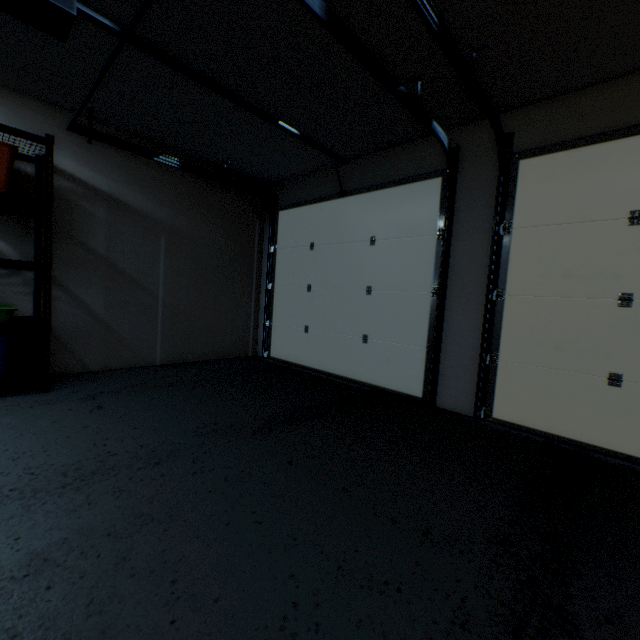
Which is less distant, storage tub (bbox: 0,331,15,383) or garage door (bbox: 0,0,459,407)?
garage door (bbox: 0,0,459,407)

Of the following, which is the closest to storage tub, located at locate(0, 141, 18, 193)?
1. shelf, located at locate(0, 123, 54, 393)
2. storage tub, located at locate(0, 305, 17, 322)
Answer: shelf, located at locate(0, 123, 54, 393)

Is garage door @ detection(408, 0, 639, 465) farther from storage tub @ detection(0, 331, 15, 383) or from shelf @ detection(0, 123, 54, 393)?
storage tub @ detection(0, 331, 15, 383)

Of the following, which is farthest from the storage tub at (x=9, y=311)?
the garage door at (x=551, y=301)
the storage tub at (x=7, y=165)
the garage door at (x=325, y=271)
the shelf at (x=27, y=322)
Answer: the garage door at (x=551, y=301)

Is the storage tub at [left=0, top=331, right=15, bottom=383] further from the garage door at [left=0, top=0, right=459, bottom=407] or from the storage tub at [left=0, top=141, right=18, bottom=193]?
the garage door at [left=0, top=0, right=459, bottom=407]

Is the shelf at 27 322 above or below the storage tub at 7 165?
below

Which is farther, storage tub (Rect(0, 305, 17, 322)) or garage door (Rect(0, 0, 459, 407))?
storage tub (Rect(0, 305, 17, 322))

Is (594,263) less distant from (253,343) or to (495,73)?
(495,73)
